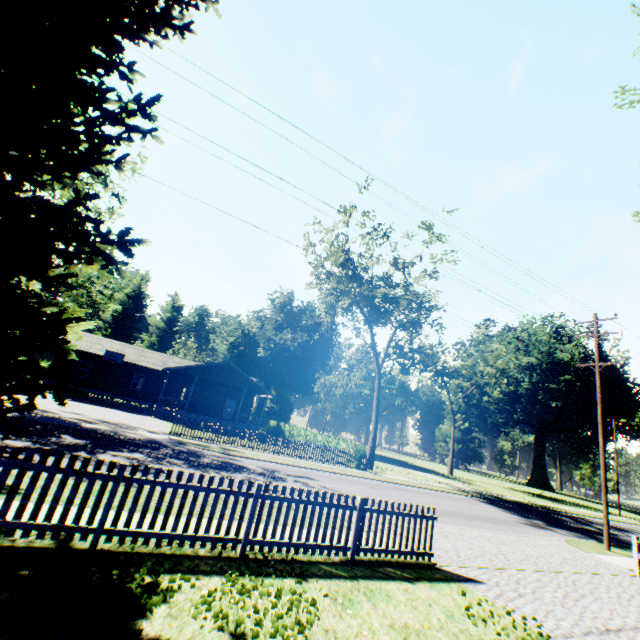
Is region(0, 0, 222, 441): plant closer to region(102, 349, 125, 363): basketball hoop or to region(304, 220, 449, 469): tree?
region(304, 220, 449, 469): tree

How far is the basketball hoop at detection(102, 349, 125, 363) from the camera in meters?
31.3

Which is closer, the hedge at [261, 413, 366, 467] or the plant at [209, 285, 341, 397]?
the hedge at [261, 413, 366, 467]

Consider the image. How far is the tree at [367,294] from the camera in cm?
2692

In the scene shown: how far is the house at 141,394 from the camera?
31.3m

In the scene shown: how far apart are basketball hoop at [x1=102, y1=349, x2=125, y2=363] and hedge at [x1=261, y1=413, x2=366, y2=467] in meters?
19.0 m

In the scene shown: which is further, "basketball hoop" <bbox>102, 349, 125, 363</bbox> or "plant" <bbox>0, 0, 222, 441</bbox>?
"basketball hoop" <bbox>102, 349, 125, 363</bbox>

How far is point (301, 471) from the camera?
18.0 meters
